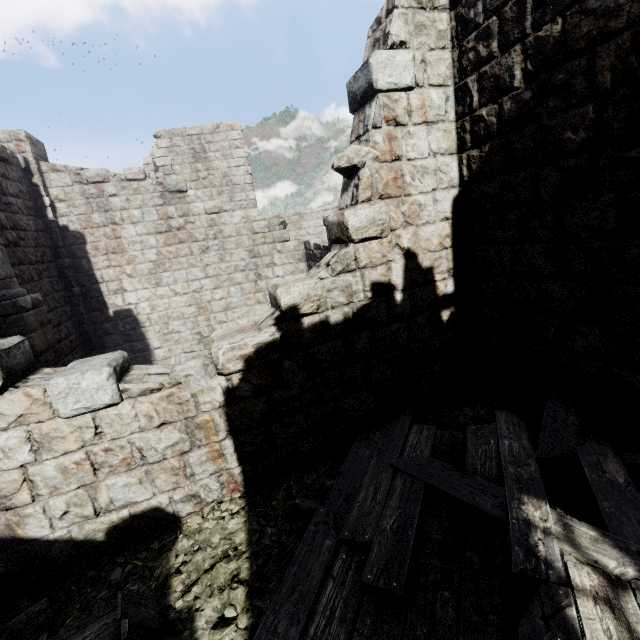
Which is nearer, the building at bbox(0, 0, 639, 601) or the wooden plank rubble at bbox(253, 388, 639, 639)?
the wooden plank rubble at bbox(253, 388, 639, 639)

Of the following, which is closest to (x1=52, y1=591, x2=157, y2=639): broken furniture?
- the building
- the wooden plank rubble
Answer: the wooden plank rubble

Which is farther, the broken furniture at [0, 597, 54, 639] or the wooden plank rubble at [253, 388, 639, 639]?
the broken furniture at [0, 597, 54, 639]

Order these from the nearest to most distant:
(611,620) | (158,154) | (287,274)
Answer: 1. (611,620)
2. (287,274)
3. (158,154)

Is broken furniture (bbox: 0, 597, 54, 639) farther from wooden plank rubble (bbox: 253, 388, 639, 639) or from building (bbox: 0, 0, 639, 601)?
building (bbox: 0, 0, 639, 601)

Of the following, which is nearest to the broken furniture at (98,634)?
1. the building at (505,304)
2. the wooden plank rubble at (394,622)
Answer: the wooden plank rubble at (394,622)
